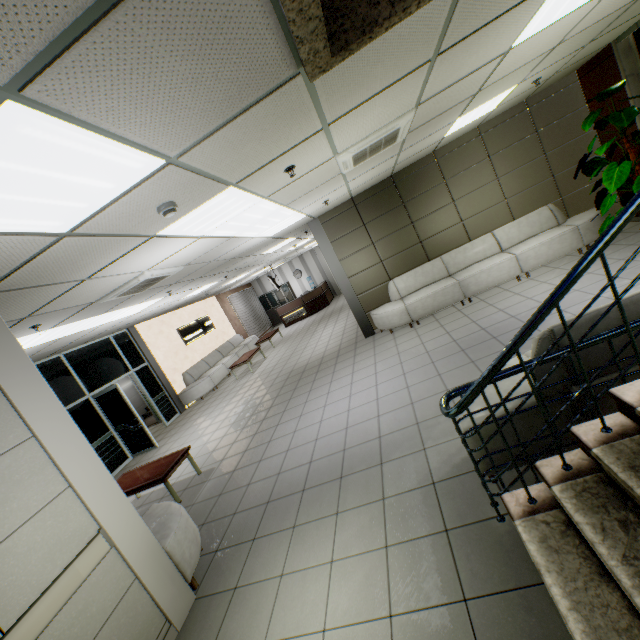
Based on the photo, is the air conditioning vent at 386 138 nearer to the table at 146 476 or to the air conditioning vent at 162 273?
the air conditioning vent at 162 273

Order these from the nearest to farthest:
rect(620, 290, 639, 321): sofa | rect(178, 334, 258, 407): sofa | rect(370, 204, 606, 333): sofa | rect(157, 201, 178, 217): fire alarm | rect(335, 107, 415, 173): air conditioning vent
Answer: rect(620, 290, 639, 321): sofa
rect(157, 201, 178, 217): fire alarm
rect(335, 107, 415, 173): air conditioning vent
rect(370, 204, 606, 333): sofa
rect(178, 334, 258, 407): sofa

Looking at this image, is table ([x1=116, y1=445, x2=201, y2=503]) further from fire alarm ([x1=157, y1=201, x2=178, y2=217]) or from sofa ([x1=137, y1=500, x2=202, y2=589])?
fire alarm ([x1=157, y1=201, x2=178, y2=217])

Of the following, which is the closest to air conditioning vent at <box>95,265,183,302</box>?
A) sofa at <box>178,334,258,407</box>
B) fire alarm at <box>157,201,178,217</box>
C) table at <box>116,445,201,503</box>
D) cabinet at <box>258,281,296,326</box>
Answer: fire alarm at <box>157,201,178,217</box>

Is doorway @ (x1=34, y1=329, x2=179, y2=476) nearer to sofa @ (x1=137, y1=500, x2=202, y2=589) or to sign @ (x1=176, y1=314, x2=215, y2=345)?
sofa @ (x1=137, y1=500, x2=202, y2=589)

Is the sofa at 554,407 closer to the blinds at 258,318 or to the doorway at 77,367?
the doorway at 77,367

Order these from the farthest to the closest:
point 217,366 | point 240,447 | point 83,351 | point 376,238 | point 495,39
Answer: point 217,366, point 83,351, point 376,238, point 240,447, point 495,39

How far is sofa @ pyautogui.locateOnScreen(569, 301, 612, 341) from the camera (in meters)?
2.20
